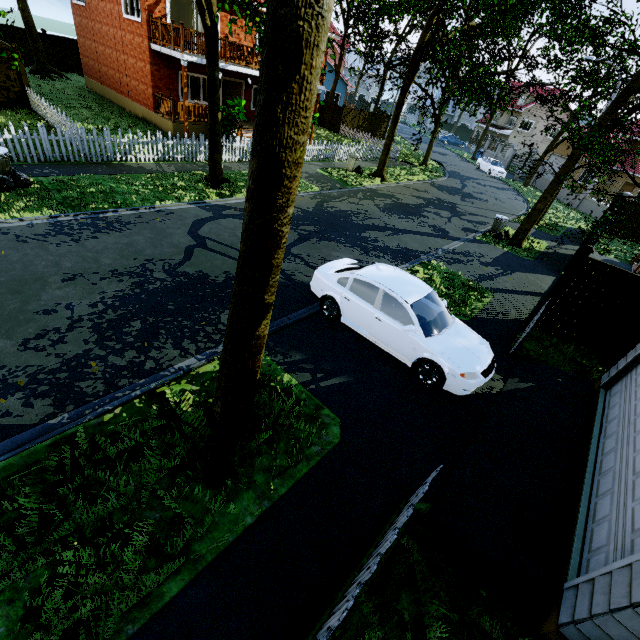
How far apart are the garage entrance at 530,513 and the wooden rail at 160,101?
19.2m

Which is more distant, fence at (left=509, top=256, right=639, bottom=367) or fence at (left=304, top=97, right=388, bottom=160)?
fence at (left=304, top=97, right=388, bottom=160)

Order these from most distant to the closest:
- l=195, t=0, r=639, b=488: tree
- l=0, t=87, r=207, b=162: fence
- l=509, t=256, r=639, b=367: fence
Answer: l=0, t=87, r=207, b=162: fence < l=509, t=256, r=639, b=367: fence < l=195, t=0, r=639, b=488: tree

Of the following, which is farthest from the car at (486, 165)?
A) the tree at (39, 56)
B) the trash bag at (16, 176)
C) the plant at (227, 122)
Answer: the trash bag at (16, 176)

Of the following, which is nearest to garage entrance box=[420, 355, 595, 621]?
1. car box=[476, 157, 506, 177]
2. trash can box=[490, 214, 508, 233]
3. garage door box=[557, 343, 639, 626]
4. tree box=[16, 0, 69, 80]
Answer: garage door box=[557, 343, 639, 626]

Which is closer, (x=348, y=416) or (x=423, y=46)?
(x=348, y=416)

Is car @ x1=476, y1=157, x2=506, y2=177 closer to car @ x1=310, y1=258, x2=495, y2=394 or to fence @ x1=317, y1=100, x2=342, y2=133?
fence @ x1=317, y1=100, x2=342, y2=133

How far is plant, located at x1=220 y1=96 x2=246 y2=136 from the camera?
16.7 meters
